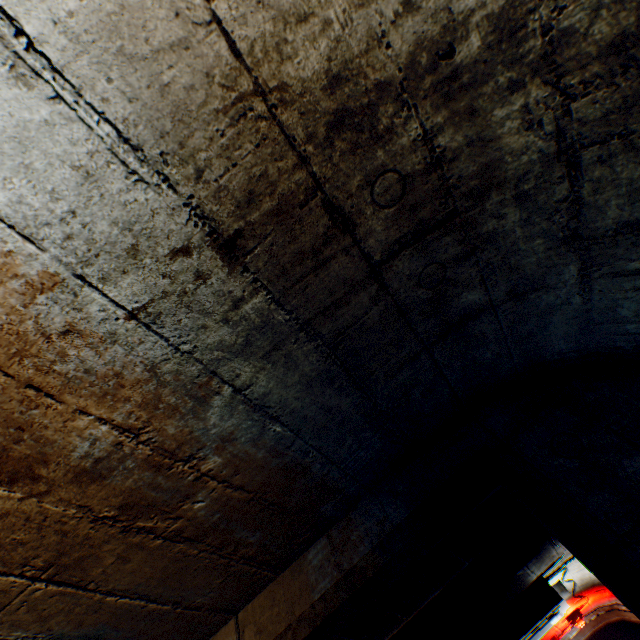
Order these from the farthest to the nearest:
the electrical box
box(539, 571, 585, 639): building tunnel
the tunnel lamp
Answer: the tunnel lamp
box(539, 571, 585, 639): building tunnel
the electrical box

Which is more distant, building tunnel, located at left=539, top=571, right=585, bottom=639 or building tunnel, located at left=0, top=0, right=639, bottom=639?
building tunnel, located at left=539, top=571, right=585, bottom=639

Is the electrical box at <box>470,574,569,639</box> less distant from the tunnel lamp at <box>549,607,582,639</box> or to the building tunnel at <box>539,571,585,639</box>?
the building tunnel at <box>539,571,585,639</box>

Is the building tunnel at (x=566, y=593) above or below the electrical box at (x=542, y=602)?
above

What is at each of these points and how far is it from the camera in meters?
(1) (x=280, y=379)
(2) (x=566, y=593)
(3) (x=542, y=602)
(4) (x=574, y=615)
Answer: (1) building tunnel, 1.2 m
(2) building tunnel, 4.7 m
(3) electrical box, 3.3 m
(4) tunnel lamp, 5.2 m

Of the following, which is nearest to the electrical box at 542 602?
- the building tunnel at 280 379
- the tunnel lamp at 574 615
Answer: the building tunnel at 280 379

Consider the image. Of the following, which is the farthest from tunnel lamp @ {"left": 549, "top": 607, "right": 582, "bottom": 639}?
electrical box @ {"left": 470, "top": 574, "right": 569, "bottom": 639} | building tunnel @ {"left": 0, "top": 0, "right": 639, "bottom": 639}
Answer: electrical box @ {"left": 470, "top": 574, "right": 569, "bottom": 639}
